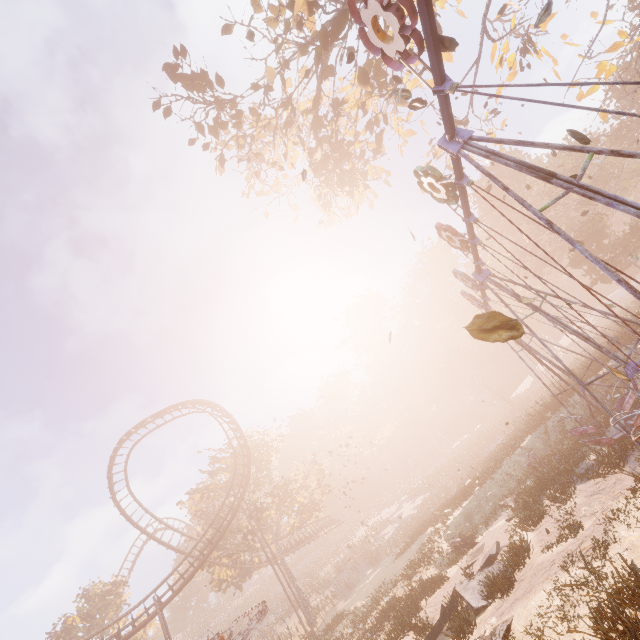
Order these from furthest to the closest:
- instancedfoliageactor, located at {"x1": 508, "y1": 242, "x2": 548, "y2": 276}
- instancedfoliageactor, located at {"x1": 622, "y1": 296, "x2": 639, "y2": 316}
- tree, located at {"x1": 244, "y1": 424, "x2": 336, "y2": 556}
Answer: instancedfoliageactor, located at {"x1": 508, "y1": 242, "x2": 548, "y2": 276}, tree, located at {"x1": 244, "y1": 424, "x2": 336, "y2": 556}, instancedfoliageactor, located at {"x1": 622, "y1": 296, "x2": 639, "y2": 316}

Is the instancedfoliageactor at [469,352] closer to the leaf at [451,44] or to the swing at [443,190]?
the swing at [443,190]

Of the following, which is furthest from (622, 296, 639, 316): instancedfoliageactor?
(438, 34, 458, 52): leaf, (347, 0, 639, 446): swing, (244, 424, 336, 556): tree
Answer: (438, 34, 458, 52): leaf

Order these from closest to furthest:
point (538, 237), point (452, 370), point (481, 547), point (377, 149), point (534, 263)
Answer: point (481, 547), point (377, 149), point (538, 237), point (534, 263), point (452, 370)

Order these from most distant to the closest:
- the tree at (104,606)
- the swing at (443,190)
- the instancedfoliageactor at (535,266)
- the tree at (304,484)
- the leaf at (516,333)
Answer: the instancedfoliageactor at (535,266)
the tree at (304,484)
the tree at (104,606)
the swing at (443,190)
the leaf at (516,333)

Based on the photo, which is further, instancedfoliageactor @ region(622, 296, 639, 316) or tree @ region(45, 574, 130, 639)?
tree @ region(45, 574, 130, 639)

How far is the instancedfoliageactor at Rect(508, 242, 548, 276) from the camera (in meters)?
43.53
